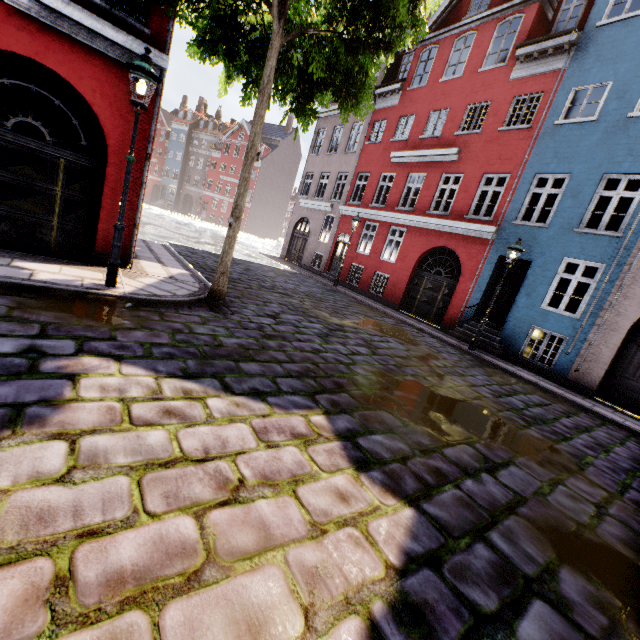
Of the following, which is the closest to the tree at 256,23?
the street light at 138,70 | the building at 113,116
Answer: the street light at 138,70

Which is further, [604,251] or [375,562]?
[604,251]

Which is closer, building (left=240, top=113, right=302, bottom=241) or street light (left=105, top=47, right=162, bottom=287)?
street light (left=105, top=47, right=162, bottom=287)

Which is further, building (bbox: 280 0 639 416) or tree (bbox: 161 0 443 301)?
building (bbox: 280 0 639 416)

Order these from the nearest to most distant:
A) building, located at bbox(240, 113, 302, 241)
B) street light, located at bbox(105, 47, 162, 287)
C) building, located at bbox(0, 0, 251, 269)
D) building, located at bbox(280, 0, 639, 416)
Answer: street light, located at bbox(105, 47, 162, 287) → building, located at bbox(0, 0, 251, 269) → building, located at bbox(280, 0, 639, 416) → building, located at bbox(240, 113, 302, 241)

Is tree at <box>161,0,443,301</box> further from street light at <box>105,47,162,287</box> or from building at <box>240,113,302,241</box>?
building at <box>240,113,302,241</box>

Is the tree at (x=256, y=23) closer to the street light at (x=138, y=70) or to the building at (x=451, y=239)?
the street light at (x=138, y=70)
